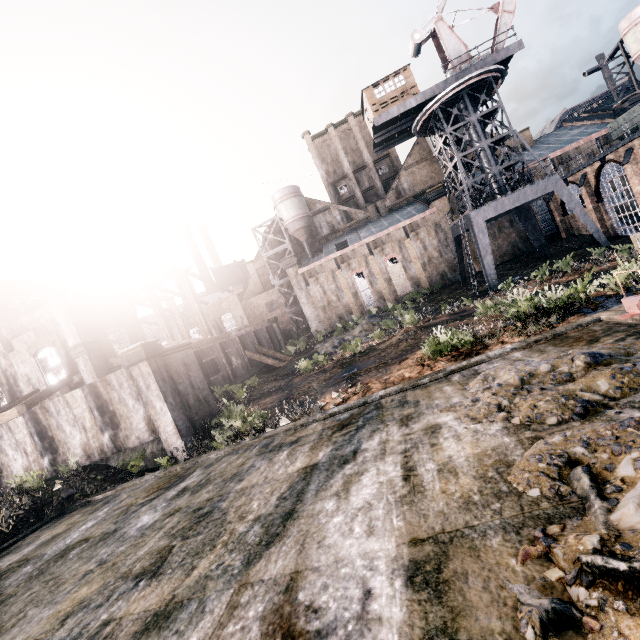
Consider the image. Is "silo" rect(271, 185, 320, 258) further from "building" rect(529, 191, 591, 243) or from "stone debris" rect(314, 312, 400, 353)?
"building" rect(529, 191, 591, 243)

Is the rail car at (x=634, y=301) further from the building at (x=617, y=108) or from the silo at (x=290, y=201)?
the silo at (x=290, y=201)

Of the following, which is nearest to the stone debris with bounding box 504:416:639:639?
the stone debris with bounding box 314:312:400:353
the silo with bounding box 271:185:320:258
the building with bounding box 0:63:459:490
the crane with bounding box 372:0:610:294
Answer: the building with bounding box 0:63:459:490

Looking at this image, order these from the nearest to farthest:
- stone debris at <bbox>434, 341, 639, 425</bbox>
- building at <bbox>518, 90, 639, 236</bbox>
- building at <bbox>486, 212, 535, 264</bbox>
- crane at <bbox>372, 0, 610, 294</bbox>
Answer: stone debris at <bbox>434, 341, 639, 425</bbox> → building at <bbox>518, 90, 639, 236</bbox> → crane at <bbox>372, 0, 610, 294</bbox> → building at <bbox>486, 212, 535, 264</bbox>

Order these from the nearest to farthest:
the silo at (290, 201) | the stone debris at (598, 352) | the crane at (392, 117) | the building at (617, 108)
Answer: the stone debris at (598, 352) → the building at (617, 108) → the crane at (392, 117) → the silo at (290, 201)

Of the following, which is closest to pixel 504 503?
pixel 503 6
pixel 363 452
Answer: pixel 363 452

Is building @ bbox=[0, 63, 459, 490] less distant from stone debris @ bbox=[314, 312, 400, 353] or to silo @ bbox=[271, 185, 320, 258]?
silo @ bbox=[271, 185, 320, 258]

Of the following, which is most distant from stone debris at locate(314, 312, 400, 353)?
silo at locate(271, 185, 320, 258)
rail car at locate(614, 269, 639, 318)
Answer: rail car at locate(614, 269, 639, 318)
